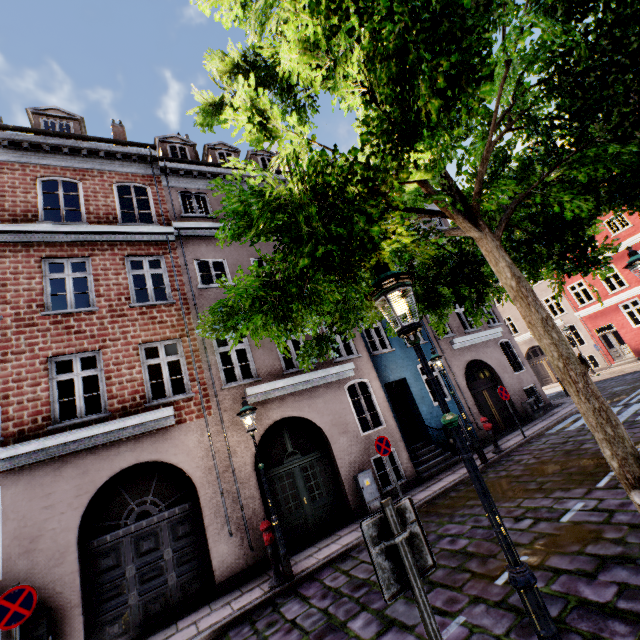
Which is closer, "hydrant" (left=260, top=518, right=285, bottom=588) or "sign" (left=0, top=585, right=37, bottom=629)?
"sign" (left=0, top=585, right=37, bottom=629)

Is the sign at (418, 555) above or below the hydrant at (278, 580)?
above

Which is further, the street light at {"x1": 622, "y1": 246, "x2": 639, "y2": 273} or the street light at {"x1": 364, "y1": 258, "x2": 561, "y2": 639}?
the street light at {"x1": 622, "y1": 246, "x2": 639, "y2": 273}

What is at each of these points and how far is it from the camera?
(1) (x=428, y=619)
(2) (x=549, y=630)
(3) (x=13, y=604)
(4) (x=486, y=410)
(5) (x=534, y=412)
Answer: (1) sign pole, 2.1m
(2) street light, 2.2m
(3) sign, 5.1m
(4) building, 14.5m
(5) electrical box, 14.6m

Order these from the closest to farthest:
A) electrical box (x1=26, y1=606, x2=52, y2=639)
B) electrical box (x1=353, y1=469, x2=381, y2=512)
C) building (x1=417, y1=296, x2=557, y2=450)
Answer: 1. electrical box (x1=26, y1=606, x2=52, y2=639)
2. electrical box (x1=353, y1=469, x2=381, y2=512)
3. building (x1=417, y1=296, x2=557, y2=450)

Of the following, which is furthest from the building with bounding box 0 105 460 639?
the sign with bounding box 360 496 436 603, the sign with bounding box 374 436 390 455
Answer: the sign with bounding box 360 496 436 603

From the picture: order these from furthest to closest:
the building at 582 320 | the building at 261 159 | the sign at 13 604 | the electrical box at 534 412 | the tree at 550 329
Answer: the building at 582 320
the building at 261 159
the electrical box at 534 412
the sign at 13 604
the tree at 550 329

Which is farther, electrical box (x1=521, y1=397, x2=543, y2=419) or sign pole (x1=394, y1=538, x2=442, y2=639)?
electrical box (x1=521, y1=397, x2=543, y2=419)
